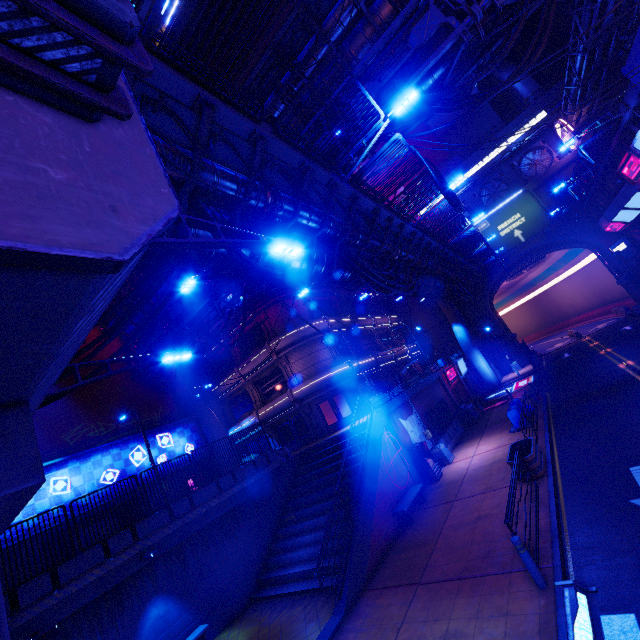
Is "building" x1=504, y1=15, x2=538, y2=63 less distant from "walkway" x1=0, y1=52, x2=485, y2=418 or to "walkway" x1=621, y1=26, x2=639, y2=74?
"walkway" x1=0, y1=52, x2=485, y2=418

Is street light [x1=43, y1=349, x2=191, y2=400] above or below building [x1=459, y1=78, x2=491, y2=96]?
below

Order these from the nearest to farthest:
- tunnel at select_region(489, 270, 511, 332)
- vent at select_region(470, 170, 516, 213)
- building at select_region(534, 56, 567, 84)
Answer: vent at select_region(470, 170, 516, 213)
tunnel at select_region(489, 270, 511, 332)
building at select_region(534, 56, 567, 84)

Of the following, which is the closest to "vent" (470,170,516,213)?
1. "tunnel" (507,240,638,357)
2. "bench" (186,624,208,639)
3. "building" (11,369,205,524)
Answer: "tunnel" (507,240,638,357)

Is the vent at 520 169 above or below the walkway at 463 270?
above

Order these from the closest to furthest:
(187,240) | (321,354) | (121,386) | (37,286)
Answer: (37,286)
(187,240)
(121,386)
(321,354)

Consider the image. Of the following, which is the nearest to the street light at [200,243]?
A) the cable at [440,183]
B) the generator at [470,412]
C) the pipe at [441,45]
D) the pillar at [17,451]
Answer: the pillar at [17,451]

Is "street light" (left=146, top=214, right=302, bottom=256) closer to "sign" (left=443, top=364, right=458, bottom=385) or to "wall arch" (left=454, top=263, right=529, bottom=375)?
"sign" (left=443, top=364, right=458, bottom=385)
